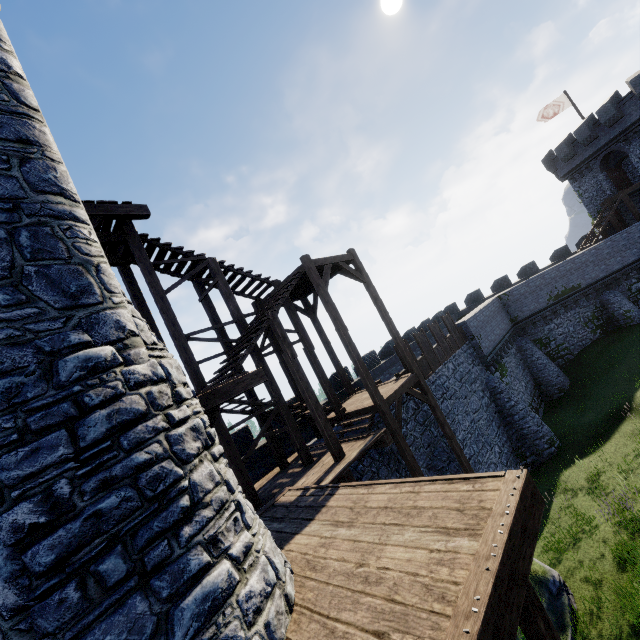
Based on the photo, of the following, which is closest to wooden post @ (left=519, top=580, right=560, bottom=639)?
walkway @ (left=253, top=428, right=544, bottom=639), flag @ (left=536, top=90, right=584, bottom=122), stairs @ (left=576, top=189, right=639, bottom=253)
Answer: walkway @ (left=253, top=428, right=544, bottom=639)

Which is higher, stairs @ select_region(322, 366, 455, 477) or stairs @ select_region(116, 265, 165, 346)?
stairs @ select_region(116, 265, 165, 346)

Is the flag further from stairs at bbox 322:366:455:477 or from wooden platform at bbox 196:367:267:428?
wooden platform at bbox 196:367:267:428

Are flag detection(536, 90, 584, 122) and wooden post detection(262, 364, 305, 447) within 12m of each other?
no

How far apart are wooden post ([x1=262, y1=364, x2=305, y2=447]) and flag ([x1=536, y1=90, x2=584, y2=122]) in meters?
37.6 m

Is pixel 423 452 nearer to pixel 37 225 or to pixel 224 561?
pixel 224 561

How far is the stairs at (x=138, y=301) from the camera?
11.1 meters

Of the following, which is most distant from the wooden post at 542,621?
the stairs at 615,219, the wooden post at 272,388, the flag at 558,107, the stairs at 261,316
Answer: the flag at 558,107
